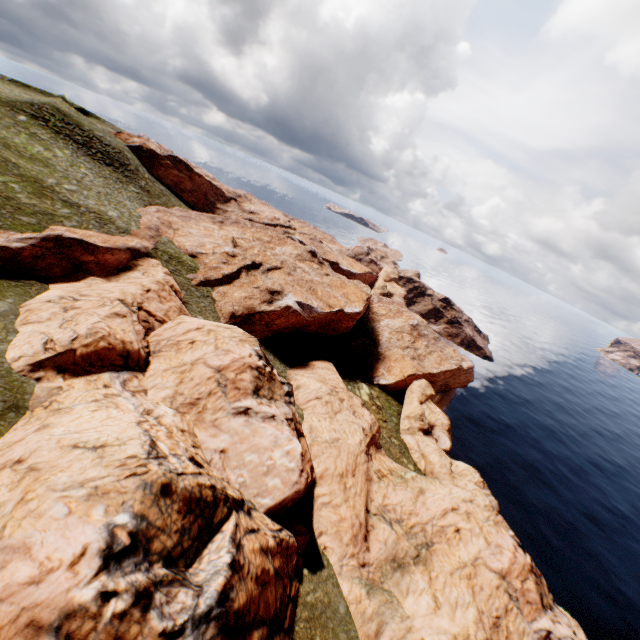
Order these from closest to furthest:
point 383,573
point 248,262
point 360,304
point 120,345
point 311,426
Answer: point 120,345 → point 383,573 → point 311,426 → point 248,262 → point 360,304
